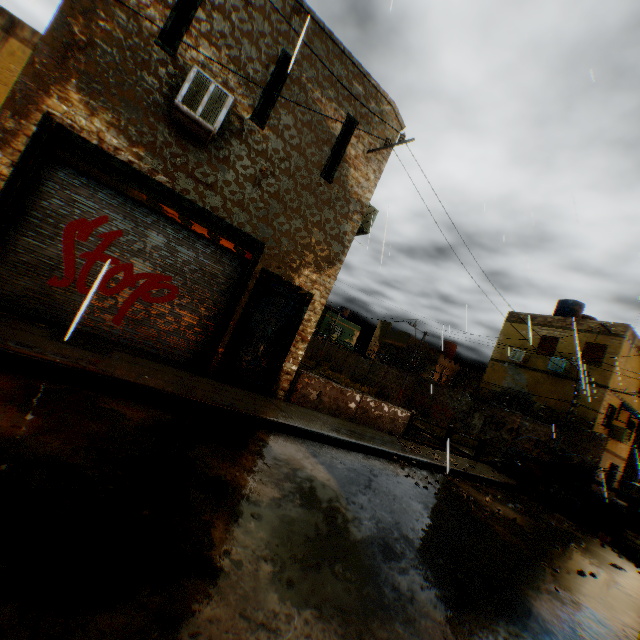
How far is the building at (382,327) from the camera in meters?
35.0

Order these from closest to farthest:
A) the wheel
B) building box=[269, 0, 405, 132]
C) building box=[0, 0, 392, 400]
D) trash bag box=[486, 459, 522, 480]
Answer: building box=[0, 0, 392, 400] → building box=[269, 0, 405, 132] → the wheel → trash bag box=[486, 459, 522, 480]

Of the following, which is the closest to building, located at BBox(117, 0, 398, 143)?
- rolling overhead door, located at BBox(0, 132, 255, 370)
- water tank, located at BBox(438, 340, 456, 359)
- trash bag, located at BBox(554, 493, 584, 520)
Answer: rolling overhead door, located at BBox(0, 132, 255, 370)

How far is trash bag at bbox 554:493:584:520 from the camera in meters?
10.5

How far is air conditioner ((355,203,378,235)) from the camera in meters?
9.6 m

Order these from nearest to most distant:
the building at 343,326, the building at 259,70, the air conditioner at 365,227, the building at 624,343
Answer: the building at 259,70, the air conditioner at 365,227, the building at 624,343, the building at 343,326

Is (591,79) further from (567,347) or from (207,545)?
(567,347)

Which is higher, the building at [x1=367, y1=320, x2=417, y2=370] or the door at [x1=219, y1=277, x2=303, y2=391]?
the building at [x1=367, y1=320, x2=417, y2=370]
